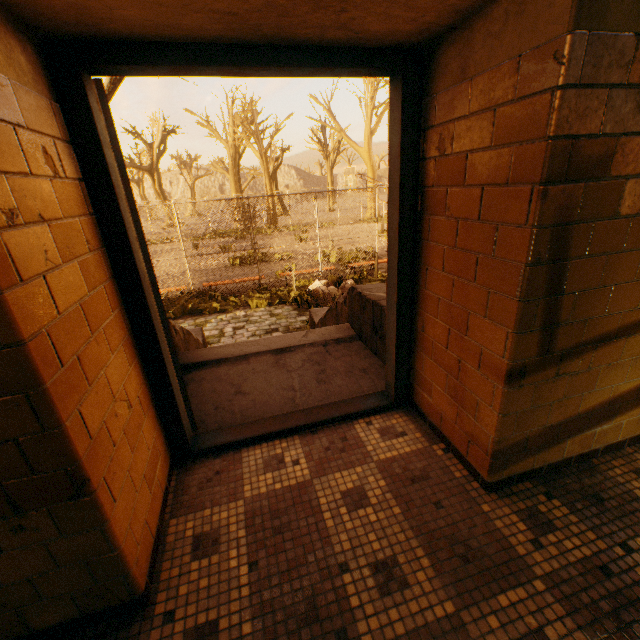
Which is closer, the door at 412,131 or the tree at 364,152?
the door at 412,131

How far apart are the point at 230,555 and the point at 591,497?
1.9m

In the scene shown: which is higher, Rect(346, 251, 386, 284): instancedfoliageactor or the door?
the door

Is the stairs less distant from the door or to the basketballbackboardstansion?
the door

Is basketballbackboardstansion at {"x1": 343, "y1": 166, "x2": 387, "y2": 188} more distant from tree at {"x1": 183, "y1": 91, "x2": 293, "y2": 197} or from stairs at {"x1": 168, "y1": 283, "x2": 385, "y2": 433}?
stairs at {"x1": 168, "y1": 283, "x2": 385, "y2": 433}

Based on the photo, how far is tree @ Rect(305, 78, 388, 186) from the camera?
25.1 meters

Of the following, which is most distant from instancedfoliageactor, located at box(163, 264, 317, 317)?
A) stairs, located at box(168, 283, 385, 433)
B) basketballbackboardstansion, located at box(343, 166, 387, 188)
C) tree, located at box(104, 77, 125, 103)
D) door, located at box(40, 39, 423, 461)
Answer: basketballbackboardstansion, located at box(343, 166, 387, 188)

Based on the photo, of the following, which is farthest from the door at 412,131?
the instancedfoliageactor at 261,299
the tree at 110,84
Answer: the instancedfoliageactor at 261,299
